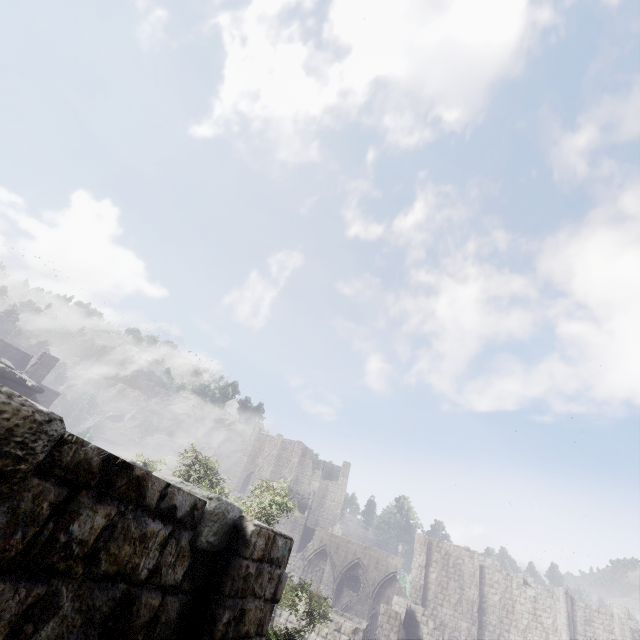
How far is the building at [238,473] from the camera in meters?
55.8

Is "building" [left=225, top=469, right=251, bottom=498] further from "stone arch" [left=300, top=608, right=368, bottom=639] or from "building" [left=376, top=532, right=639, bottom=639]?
"stone arch" [left=300, top=608, right=368, bottom=639]

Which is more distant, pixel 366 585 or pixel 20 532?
pixel 366 585

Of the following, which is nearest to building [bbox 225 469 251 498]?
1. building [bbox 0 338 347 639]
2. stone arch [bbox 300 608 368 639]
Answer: building [bbox 0 338 347 639]

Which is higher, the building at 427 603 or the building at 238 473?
the building at 238 473
